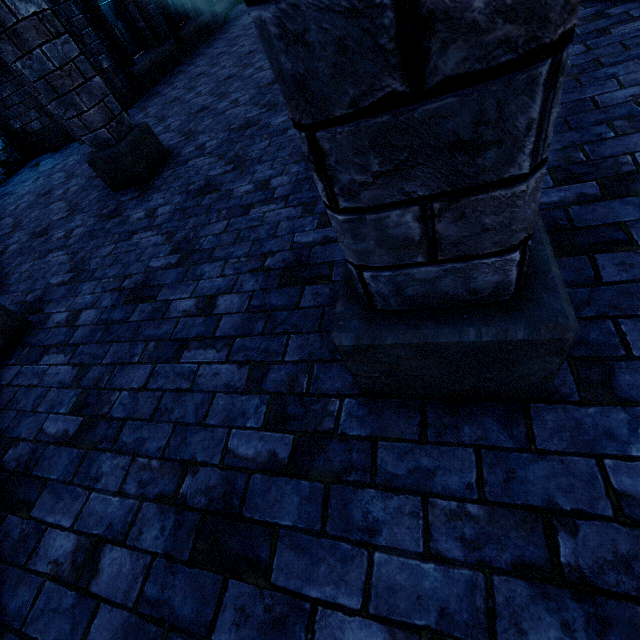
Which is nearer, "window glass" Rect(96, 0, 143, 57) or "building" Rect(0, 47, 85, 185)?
"building" Rect(0, 47, 85, 185)

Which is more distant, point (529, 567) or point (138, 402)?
point (138, 402)

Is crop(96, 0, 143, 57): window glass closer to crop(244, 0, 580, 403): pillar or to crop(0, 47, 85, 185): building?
crop(0, 47, 85, 185): building

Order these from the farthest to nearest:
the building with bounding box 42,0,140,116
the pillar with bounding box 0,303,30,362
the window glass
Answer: the window glass, the building with bounding box 42,0,140,116, the pillar with bounding box 0,303,30,362

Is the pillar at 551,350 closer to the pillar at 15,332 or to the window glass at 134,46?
the pillar at 15,332

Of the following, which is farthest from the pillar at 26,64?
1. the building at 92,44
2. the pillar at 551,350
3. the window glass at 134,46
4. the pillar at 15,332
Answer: the window glass at 134,46

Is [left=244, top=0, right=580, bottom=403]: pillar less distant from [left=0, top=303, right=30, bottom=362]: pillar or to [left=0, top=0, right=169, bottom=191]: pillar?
[left=0, top=303, right=30, bottom=362]: pillar

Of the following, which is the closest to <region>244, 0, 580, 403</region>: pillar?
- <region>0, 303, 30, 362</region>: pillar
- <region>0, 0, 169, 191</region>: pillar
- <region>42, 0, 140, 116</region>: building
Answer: <region>42, 0, 140, 116</region>: building
